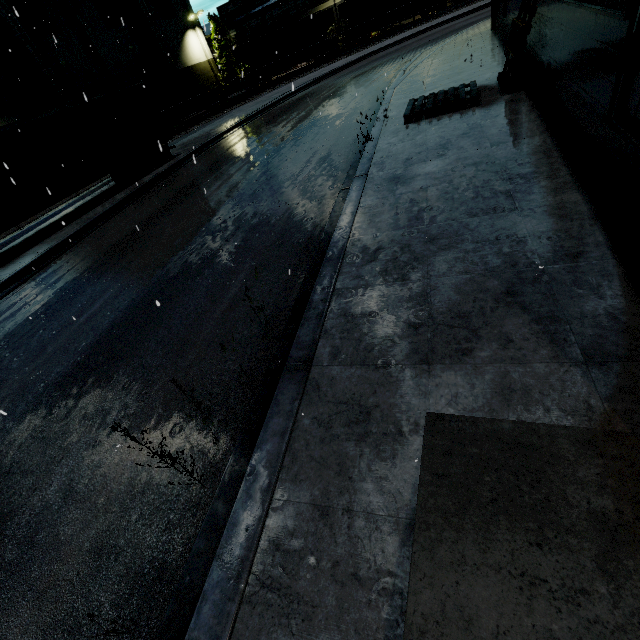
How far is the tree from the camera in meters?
45.7 m

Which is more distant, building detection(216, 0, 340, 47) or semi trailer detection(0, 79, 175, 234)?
building detection(216, 0, 340, 47)

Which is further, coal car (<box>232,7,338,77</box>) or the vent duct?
coal car (<box>232,7,338,77</box>)

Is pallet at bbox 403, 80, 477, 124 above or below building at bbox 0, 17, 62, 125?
below

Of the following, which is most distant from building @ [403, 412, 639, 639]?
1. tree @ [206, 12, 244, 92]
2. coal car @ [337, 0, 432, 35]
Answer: coal car @ [337, 0, 432, 35]

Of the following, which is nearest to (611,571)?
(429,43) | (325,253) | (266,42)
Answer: (325,253)

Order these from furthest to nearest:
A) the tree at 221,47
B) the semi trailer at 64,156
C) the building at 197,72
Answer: the tree at 221,47 → the building at 197,72 → the semi trailer at 64,156

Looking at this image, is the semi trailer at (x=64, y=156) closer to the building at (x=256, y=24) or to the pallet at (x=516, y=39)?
the building at (x=256, y=24)
